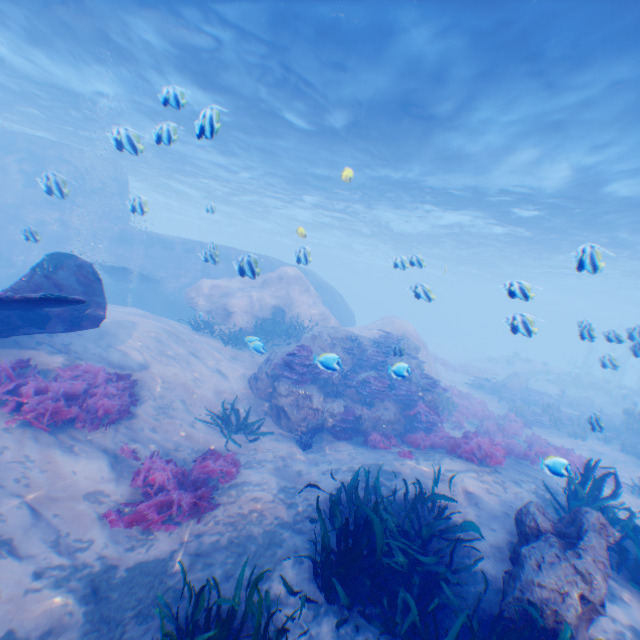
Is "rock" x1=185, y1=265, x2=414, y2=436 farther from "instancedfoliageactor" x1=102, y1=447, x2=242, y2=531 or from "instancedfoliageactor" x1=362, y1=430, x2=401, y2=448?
"instancedfoliageactor" x1=102, y1=447, x2=242, y2=531

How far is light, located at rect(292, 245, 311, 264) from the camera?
9.27m

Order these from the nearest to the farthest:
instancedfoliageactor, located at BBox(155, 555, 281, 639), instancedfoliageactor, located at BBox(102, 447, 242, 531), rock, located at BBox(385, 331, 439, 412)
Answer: instancedfoliageactor, located at BBox(155, 555, 281, 639) < instancedfoliageactor, located at BBox(102, 447, 242, 531) < rock, located at BBox(385, 331, 439, 412)

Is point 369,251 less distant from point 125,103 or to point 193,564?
point 125,103

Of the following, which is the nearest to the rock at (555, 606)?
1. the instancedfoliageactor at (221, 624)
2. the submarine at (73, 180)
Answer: the submarine at (73, 180)

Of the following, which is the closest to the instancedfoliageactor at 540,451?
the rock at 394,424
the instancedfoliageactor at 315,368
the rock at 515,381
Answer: the rock at 394,424

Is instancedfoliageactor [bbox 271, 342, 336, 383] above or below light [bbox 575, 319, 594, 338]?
below

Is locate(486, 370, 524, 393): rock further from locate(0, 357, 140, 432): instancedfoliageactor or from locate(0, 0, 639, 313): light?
locate(0, 357, 140, 432): instancedfoliageactor
